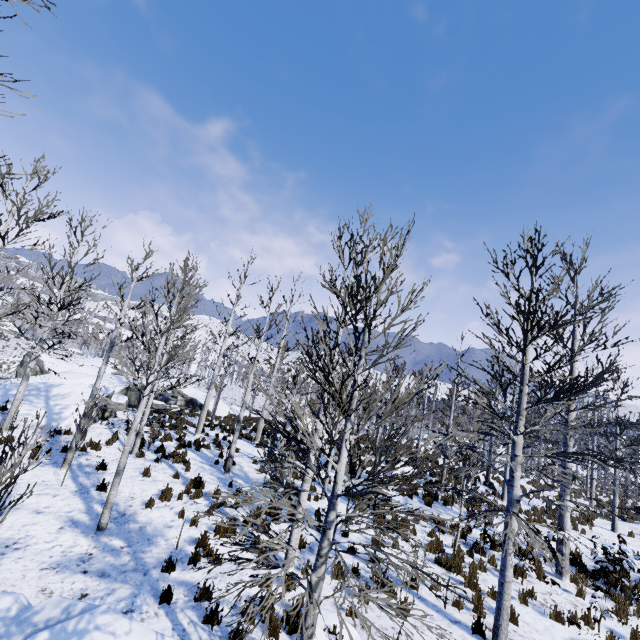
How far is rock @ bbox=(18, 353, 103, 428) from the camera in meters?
14.5

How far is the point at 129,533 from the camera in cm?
770

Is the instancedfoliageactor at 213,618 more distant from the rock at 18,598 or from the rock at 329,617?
the rock at 329,617

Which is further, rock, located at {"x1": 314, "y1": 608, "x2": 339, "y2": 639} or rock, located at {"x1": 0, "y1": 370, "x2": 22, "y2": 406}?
rock, located at {"x1": 0, "y1": 370, "x2": 22, "y2": 406}

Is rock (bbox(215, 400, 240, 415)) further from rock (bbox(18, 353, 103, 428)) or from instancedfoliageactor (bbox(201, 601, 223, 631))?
instancedfoliageactor (bbox(201, 601, 223, 631))

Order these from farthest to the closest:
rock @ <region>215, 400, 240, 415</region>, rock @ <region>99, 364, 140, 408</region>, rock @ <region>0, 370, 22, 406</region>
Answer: rock @ <region>215, 400, 240, 415</region> < rock @ <region>99, 364, 140, 408</region> < rock @ <region>0, 370, 22, 406</region>

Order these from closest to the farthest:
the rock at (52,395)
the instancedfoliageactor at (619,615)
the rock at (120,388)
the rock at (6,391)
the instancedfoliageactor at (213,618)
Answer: the instancedfoliageactor at (213,618) < the instancedfoliageactor at (619,615) < the rock at (52,395) < the rock at (6,391) < the rock at (120,388)

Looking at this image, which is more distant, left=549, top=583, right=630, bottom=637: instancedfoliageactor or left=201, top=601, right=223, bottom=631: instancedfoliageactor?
left=549, top=583, right=630, bottom=637: instancedfoliageactor
